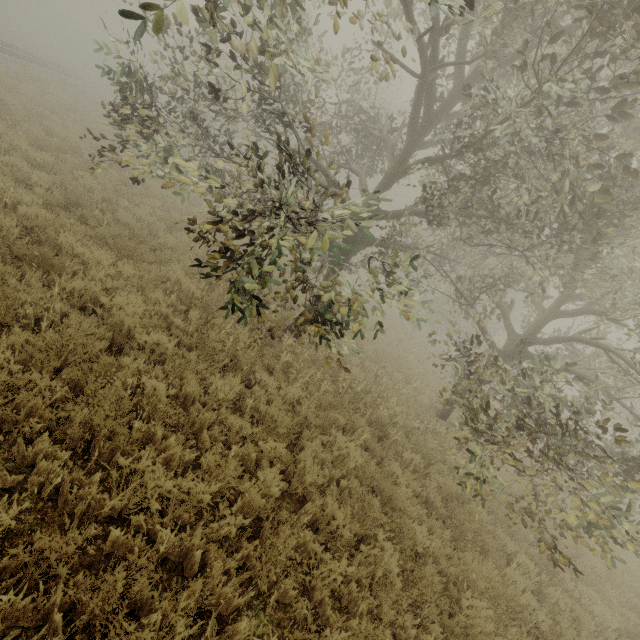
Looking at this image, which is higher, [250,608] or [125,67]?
[125,67]
